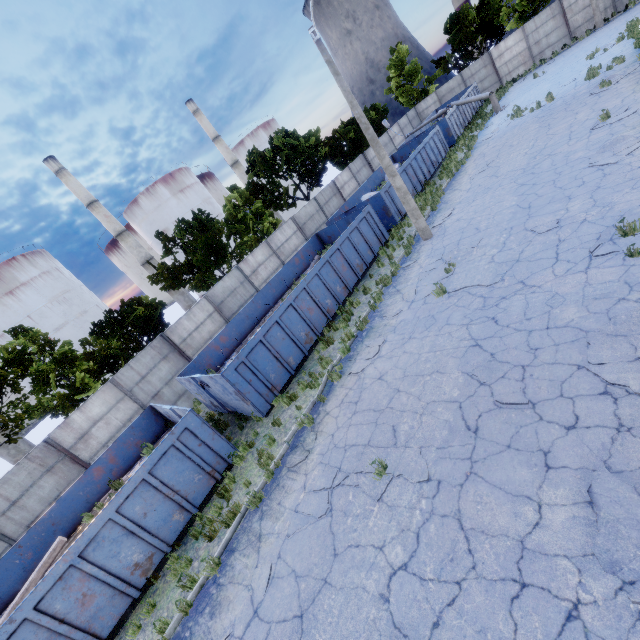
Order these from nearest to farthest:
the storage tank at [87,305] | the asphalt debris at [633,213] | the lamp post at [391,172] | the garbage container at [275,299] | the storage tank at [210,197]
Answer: the asphalt debris at [633,213] < the garbage container at [275,299] < the lamp post at [391,172] < the storage tank at [87,305] < the storage tank at [210,197]

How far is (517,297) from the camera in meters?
8.0

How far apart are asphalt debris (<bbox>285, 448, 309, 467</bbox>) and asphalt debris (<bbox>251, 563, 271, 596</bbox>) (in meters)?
2.13

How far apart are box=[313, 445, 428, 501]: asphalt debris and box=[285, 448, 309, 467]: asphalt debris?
0.8m

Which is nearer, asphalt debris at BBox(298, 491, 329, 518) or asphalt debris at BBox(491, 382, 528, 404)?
asphalt debris at BBox(491, 382, 528, 404)

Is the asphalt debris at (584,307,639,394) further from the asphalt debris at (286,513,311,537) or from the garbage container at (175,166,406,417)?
the garbage container at (175,166,406,417)

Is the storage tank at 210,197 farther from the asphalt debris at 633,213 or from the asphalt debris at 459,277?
the asphalt debris at 633,213
